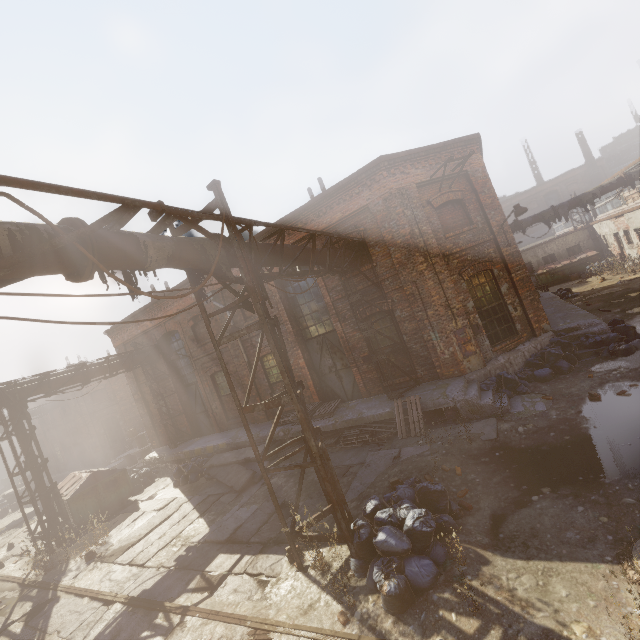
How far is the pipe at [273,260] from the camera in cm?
701

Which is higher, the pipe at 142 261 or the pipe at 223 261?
the pipe at 142 261

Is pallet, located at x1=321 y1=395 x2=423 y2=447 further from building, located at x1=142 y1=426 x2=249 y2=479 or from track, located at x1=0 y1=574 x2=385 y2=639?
track, located at x1=0 y1=574 x2=385 y2=639

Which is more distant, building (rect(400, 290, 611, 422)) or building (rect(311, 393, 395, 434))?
building (rect(311, 393, 395, 434))

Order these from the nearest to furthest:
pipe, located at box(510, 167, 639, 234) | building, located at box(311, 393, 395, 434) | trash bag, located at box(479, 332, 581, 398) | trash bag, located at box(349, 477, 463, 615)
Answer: trash bag, located at box(349, 477, 463, 615), trash bag, located at box(479, 332, 581, 398), building, located at box(311, 393, 395, 434), pipe, located at box(510, 167, 639, 234)

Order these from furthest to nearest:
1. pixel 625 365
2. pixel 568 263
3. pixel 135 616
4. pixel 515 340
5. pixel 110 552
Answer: pixel 568 263 → pixel 515 340 → pixel 110 552 → pixel 625 365 → pixel 135 616

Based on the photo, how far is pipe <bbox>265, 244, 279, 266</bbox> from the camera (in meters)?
7.01

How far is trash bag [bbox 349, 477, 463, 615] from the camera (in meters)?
4.48
